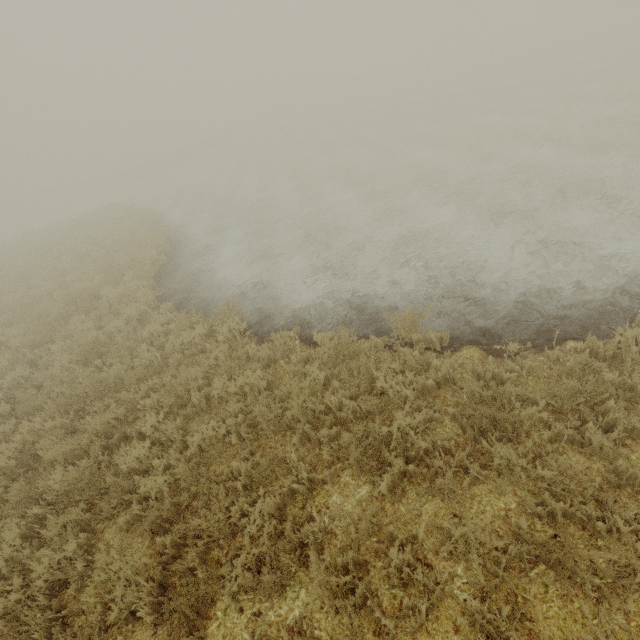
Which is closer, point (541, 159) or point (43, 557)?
point (43, 557)
